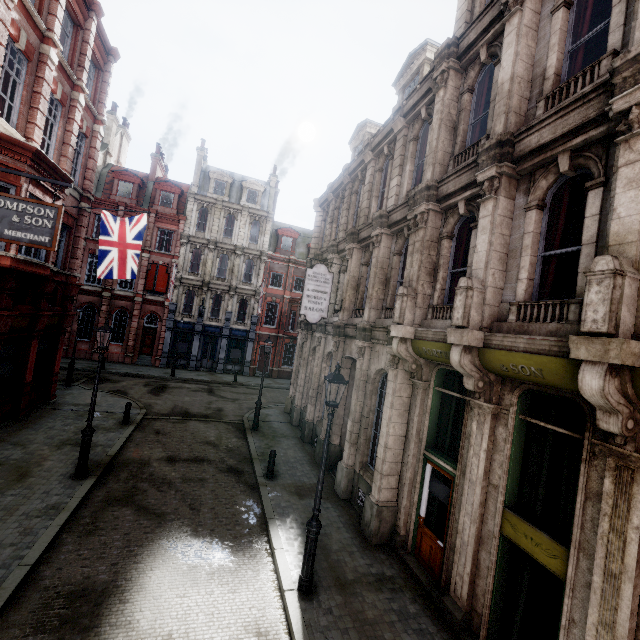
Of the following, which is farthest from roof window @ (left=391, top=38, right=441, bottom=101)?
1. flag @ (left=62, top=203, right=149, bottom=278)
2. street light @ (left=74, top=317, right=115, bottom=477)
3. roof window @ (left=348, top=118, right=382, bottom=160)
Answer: street light @ (left=74, top=317, right=115, bottom=477)

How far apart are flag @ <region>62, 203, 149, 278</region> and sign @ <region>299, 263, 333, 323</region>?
7.6 meters

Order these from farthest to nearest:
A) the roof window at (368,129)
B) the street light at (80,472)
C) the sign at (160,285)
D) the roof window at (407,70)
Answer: the sign at (160,285), the roof window at (368,129), the roof window at (407,70), the street light at (80,472)

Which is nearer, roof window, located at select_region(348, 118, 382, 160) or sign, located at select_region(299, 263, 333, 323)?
sign, located at select_region(299, 263, 333, 323)

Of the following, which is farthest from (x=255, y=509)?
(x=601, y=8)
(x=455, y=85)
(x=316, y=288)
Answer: (x=601, y=8)

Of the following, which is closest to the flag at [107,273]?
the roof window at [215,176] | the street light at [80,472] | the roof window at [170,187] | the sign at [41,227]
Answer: the street light at [80,472]

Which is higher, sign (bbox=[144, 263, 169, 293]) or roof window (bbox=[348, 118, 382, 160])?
roof window (bbox=[348, 118, 382, 160])

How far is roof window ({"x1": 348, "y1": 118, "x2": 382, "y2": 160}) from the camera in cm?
1689
